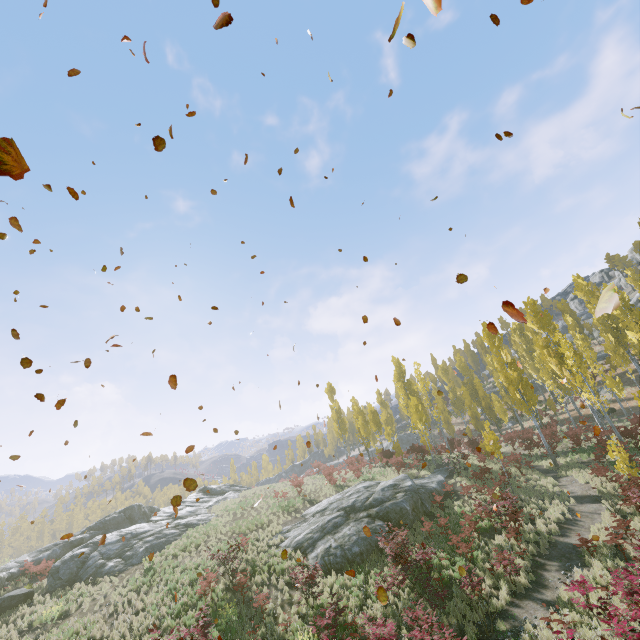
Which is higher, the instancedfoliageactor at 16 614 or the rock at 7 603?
the rock at 7 603

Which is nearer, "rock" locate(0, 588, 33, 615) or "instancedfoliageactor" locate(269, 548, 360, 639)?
"instancedfoliageactor" locate(269, 548, 360, 639)

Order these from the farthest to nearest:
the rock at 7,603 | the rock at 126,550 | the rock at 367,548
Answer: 1. the rock at 126,550
2. the rock at 7,603
3. the rock at 367,548

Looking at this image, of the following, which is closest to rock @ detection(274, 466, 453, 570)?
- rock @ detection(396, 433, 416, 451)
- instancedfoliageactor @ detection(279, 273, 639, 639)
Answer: instancedfoliageactor @ detection(279, 273, 639, 639)

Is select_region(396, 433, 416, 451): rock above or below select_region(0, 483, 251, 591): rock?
above

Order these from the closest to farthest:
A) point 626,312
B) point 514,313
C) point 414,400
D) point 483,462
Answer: point 514,313, point 483,462, point 626,312, point 414,400

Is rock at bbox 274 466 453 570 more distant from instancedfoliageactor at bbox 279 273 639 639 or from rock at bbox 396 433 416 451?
rock at bbox 396 433 416 451

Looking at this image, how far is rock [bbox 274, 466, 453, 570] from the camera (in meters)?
16.19
